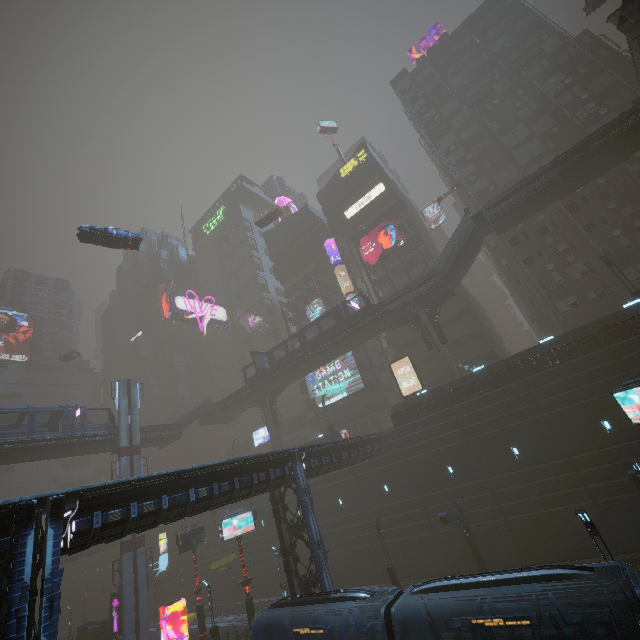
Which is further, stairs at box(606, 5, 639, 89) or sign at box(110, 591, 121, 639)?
sign at box(110, 591, 121, 639)

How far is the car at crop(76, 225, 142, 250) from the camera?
25.5m

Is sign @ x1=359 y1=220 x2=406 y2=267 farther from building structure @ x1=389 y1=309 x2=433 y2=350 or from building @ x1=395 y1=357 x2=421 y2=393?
building structure @ x1=389 y1=309 x2=433 y2=350

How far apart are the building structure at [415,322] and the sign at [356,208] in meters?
22.7

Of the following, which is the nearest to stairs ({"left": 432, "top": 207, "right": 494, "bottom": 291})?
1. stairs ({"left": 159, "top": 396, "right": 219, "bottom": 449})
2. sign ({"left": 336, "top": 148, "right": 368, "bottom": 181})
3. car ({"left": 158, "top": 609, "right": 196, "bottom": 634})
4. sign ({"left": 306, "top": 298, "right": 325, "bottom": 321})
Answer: sign ({"left": 306, "top": 298, "right": 325, "bottom": 321})

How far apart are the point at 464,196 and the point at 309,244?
26.0 meters

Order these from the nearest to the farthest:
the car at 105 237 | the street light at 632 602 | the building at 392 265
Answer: the street light at 632 602
the car at 105 237
the building at 392 265

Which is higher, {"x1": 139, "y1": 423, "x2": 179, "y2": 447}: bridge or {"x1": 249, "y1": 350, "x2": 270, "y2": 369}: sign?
{"x1": 249, "y1": 350, "x2": 270, "y2": 369}: sign
